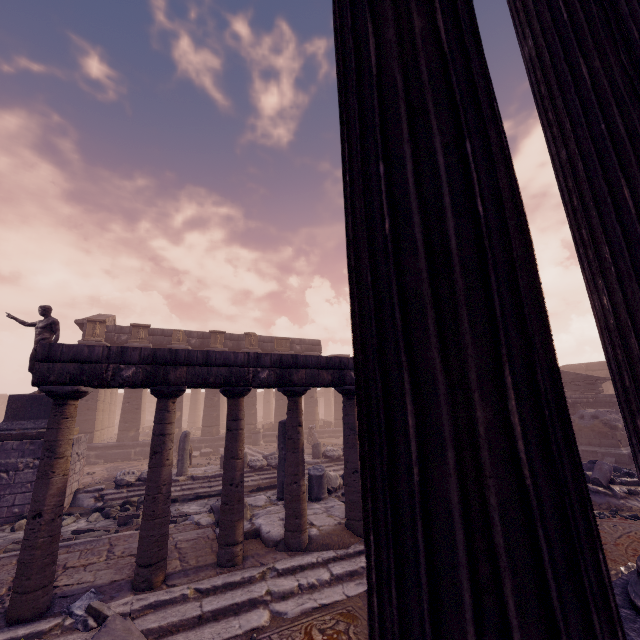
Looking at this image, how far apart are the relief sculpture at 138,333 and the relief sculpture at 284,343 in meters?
7.7

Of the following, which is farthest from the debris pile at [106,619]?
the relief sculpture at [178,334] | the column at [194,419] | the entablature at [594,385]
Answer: the column at [194,419]

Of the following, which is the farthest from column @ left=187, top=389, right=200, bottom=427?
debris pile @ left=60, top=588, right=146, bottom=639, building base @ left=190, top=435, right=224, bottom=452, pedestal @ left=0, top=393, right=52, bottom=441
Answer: debris pile @ left=60, top=588, right=146, bottom=639

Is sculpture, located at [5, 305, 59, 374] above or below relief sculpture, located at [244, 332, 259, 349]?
below

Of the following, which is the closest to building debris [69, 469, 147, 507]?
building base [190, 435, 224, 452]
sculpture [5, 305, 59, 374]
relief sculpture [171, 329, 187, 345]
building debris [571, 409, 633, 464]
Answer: sculpture [5, 305, 59, 374]

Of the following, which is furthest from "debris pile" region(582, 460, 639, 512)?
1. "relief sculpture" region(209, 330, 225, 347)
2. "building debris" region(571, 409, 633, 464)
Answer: "relief sculpture" region(209, 330, 225, 347)

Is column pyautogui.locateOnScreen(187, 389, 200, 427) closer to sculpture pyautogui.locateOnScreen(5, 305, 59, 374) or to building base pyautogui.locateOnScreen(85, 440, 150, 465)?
building base pyautogui.locateOnScreen(85, 440, 150, 465)

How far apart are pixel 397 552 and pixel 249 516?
6.9 meters
